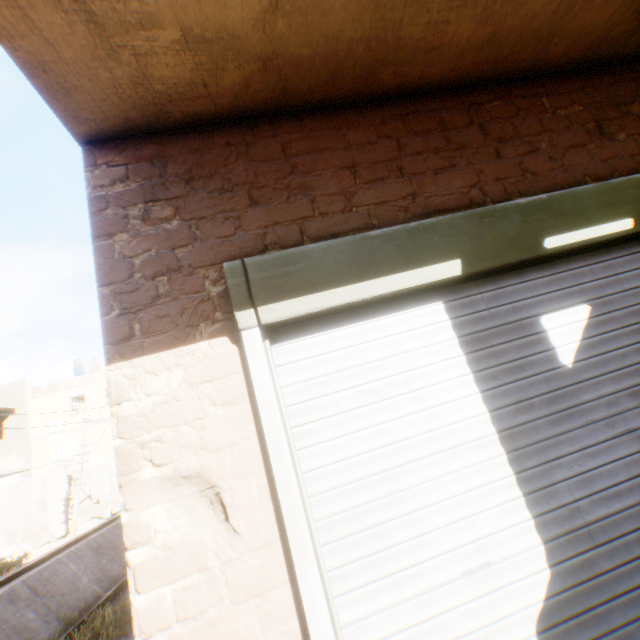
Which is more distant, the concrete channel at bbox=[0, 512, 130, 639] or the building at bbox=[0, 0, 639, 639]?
the concrete channel at bbox=[0, 512, 130, 639]

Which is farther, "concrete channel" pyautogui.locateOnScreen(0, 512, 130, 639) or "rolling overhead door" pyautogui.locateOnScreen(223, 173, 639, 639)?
"concrete channel" pyautogui.locateOnScreen(0, 512, 130, 639)

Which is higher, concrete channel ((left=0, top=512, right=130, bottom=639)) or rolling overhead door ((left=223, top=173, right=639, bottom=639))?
rolling overhead door ((left=223, top=173, right=639, bottom=639))

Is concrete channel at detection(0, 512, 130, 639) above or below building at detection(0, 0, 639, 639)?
below

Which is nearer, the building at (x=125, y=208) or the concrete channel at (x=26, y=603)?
the building at (x=125, y=208)

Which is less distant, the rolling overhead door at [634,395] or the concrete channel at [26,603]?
the rolling overhead door at [634,395]

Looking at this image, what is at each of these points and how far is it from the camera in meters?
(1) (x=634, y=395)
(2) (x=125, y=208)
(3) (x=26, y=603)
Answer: (1) rolling overhead door, 1.8 m
(2) building, 1.8 m
(3) concrete channel, 11.0 m
